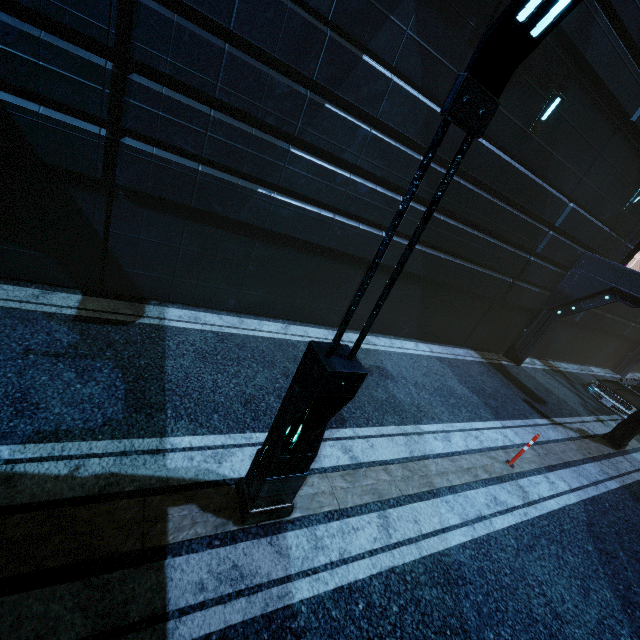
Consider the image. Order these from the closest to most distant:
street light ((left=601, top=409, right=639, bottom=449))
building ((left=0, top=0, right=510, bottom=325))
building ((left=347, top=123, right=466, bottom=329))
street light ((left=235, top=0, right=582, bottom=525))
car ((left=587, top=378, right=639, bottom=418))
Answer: street light ((left=235, top=0, right=582, bottom=525)) < building ((left=0, top=0, right=510, bottom=325)) < building ((left=347, top=123, right=466, bottom=329)) < street light ((left=601, top=409, right=639, bottom=449)) < car ((left=587, top=378, right=639, bottom=418))

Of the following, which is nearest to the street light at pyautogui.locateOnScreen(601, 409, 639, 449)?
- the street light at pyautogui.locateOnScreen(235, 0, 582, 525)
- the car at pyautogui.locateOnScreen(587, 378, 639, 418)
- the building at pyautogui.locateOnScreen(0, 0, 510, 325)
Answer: the building at pyautogui.locateOnScreen(0, 0, 510, 325)

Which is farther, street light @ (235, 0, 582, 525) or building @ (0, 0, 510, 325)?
building @ (0, 0, 510, 325)

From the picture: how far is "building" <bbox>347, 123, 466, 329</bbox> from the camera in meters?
7.5 m

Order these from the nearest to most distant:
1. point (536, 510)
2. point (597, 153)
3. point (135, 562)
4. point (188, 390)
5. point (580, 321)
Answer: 1. point (135, 562)
2. point (188, 390)
3. point (536, 510)
4. point (597, 153)
5. point (580, 321)

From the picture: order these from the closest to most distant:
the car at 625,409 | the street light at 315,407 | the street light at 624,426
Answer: the street light at 315,407 < the street light at 624,426 < the car at 625,409

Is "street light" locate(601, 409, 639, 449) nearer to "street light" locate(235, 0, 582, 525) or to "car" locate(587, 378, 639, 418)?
"car" locate(587, 378, 639, 418)

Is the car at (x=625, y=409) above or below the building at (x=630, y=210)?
below
